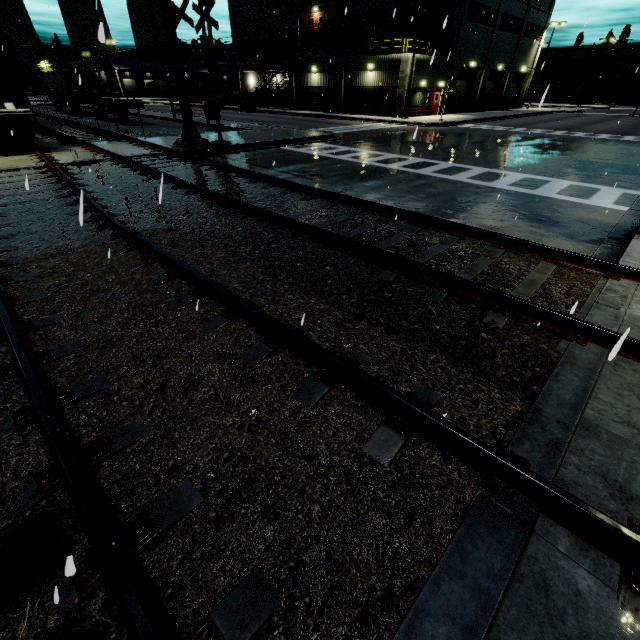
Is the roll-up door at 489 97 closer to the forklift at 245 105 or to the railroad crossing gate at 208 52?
the forklift at 245 105

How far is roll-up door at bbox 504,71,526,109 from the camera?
45.4 meters

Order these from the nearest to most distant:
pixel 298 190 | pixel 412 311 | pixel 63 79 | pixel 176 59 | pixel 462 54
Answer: pixel 412 311 → pixel 298 190 → pixel 176 59 → pixel 63 79 → pixel 462 54

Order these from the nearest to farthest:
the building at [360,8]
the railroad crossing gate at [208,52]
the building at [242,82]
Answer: the railroad crossing gate at [208,52], the building at [360,8], the building at [242,82]

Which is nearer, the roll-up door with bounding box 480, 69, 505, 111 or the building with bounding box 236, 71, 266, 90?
the roll-up door with bounding box 480, 69, 505, 111

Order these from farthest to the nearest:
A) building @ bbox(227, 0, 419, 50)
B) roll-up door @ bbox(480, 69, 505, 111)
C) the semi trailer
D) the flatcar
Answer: roll-up door @ bbox(480, 69, 505, 111), building @ bbox(227, 0, 419, 50), the semi trailer, the flatcar

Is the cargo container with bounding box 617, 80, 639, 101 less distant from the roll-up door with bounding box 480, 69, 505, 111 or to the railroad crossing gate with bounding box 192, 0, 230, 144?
the roll-up door with bounding box 480, 69, 505, 111

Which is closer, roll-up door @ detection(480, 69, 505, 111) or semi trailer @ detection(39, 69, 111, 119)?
semi trailer @ detection(39, 69, 111, 119)
